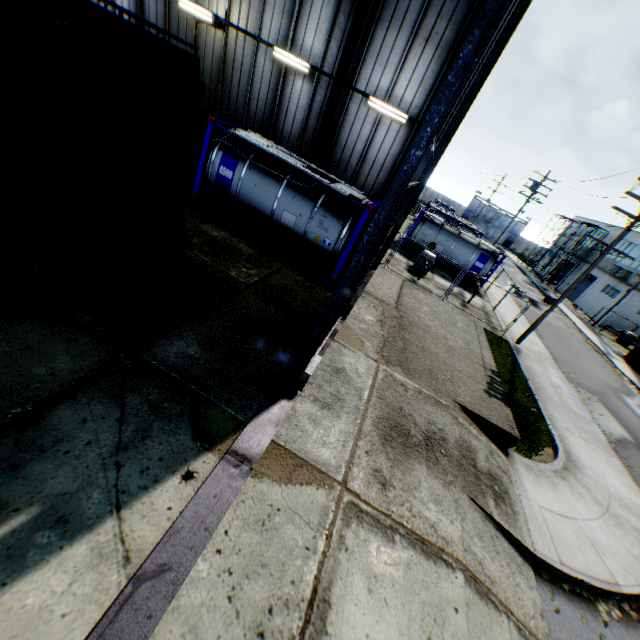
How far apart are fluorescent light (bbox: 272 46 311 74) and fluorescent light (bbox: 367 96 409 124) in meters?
2.6 m

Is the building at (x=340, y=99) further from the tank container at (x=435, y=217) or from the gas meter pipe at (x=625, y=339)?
the gas meter pipe at (x=625, y=339)

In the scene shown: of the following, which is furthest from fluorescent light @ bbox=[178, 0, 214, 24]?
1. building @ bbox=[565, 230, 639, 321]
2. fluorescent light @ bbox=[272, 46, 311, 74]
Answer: building @ bbox=[565, 230, 639, 321]

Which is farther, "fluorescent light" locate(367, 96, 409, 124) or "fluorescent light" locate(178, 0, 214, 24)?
"fluorescent light" locate(178, 0, 214, 24)

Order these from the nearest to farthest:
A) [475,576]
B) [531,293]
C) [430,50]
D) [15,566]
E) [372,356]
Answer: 1. [15,566]
2. [475,576]
3. [372,356]
4. [430,50]
5. [531,293]

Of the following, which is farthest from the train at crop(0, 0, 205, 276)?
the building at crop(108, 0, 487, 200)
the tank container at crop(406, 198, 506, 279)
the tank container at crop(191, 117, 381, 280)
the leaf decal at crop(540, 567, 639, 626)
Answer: the tank container at crop(406, 198, 506, 279)

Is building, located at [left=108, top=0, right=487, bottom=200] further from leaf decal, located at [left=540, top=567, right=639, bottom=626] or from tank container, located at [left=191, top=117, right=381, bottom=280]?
leaf decal, located at [left=540, top=567, right=639, bottom=626]

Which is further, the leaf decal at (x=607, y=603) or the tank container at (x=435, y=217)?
the tank container at (x=435, y=217)
